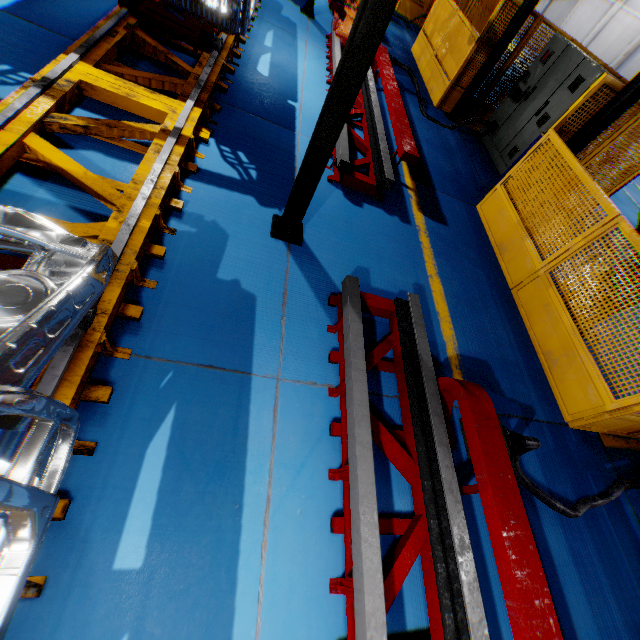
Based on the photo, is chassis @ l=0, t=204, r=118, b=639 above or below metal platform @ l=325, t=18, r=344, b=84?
above

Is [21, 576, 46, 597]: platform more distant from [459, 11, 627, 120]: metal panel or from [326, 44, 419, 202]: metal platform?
[459, 11, 627, 120]: metal panel

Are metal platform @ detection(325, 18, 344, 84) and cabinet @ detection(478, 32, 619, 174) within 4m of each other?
yes

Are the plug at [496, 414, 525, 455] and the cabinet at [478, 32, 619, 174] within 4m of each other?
no

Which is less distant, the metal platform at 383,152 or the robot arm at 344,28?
the metal platform at 383,152

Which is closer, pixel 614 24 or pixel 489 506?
pixel 489 506

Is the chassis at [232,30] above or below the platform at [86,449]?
above

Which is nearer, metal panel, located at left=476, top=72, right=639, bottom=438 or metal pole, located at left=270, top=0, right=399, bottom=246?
metal pole, located at left=270, top=0, right=399, bottom=246
